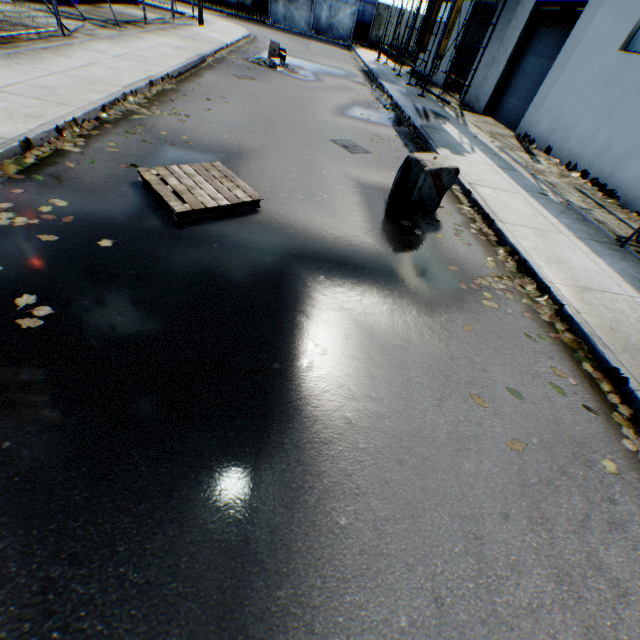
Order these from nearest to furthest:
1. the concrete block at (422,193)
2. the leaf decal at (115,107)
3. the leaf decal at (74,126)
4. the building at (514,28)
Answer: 1. the leaf decal at (74,126)
2. the concrete block at (422,193)
3. the leaf decal at (115,107)
4. the building at (514,28)

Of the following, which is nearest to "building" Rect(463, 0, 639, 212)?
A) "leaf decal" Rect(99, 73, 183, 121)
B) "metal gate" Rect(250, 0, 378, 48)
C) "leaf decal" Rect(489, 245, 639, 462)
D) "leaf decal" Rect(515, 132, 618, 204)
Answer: "leaf decal" Rect(515, 132, 618, 204)

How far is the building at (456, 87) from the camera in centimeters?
1761cm

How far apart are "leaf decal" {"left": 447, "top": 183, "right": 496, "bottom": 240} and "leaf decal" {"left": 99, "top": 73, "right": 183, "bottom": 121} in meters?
5.3

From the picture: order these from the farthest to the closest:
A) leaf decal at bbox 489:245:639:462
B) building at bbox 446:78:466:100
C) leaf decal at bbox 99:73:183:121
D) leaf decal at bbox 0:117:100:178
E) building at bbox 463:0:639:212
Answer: building at bbox 446:78:466:100
building at bbox 463:0:639:212
leaf decal at bbox 99:73:183:121
leaf decal at bbox 0:117:100:178
leaf decal at bbox 489:245:639:462

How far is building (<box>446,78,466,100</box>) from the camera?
17.6 meters

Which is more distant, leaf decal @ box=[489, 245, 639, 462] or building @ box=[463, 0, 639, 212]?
building @ box=[463, 0, 639, 212]

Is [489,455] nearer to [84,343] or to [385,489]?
[385,489]
